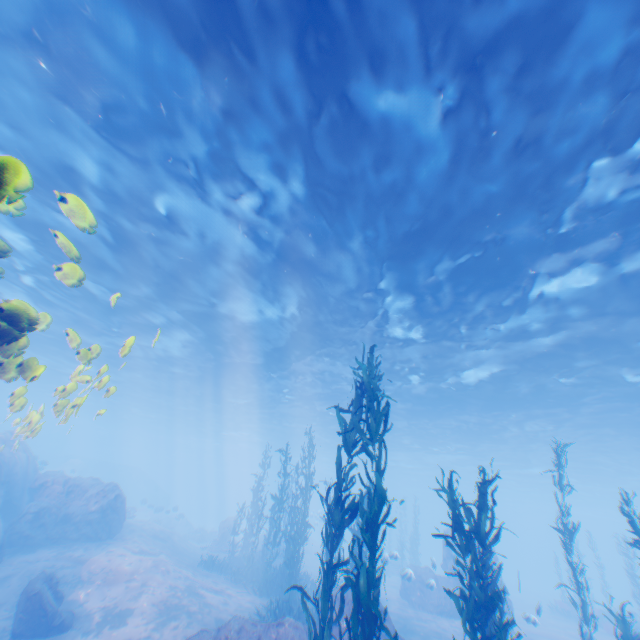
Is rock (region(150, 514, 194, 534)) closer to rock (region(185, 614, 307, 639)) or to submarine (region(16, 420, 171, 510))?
submarine (region(16, 420, 171, 510))

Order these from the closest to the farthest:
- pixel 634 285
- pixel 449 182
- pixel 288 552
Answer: pixel 449 182 → pixel 634 285 → pixel 288 552

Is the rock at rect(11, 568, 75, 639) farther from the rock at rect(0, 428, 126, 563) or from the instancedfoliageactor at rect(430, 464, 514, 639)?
the instancedfoliageactor at rect(430, 464, 514, 639)

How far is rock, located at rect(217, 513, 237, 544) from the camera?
27.09m

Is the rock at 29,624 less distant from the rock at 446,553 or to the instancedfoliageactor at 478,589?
the rock at 446,553

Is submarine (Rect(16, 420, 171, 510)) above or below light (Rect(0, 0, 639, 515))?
below

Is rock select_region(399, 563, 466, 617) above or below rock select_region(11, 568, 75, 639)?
above

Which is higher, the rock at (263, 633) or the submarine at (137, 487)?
the submarine at (137, 487)
